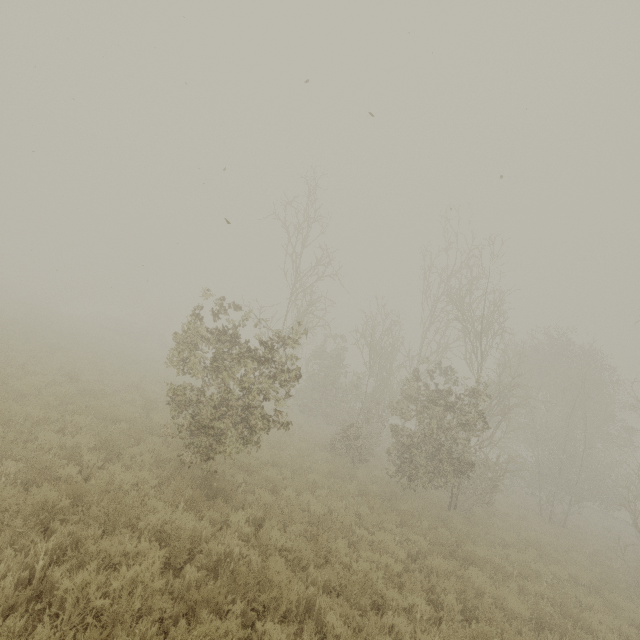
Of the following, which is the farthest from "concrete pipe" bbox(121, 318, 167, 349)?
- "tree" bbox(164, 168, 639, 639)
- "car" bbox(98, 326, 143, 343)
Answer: "tree" bbox(164, 168, 639, 639)

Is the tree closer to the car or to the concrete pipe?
the car

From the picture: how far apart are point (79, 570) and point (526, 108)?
12.3 meters

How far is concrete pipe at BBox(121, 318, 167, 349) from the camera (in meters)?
38.03

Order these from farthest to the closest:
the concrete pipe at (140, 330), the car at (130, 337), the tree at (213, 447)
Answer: the concrete pipe at (140, 330) → the car at (130, 337) → the tree at (213, 447)

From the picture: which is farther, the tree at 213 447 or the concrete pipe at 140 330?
the concrete pipe at 140 330
